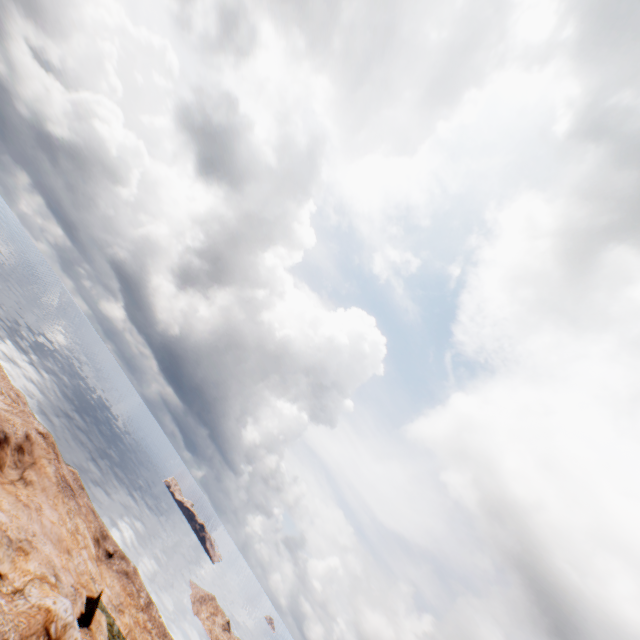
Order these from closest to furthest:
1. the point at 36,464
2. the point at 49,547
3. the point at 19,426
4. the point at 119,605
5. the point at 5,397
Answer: the point at 49,547 → the point at 19,426 → the point at 36,464 → the point at 5,397 → the point at 119,605
